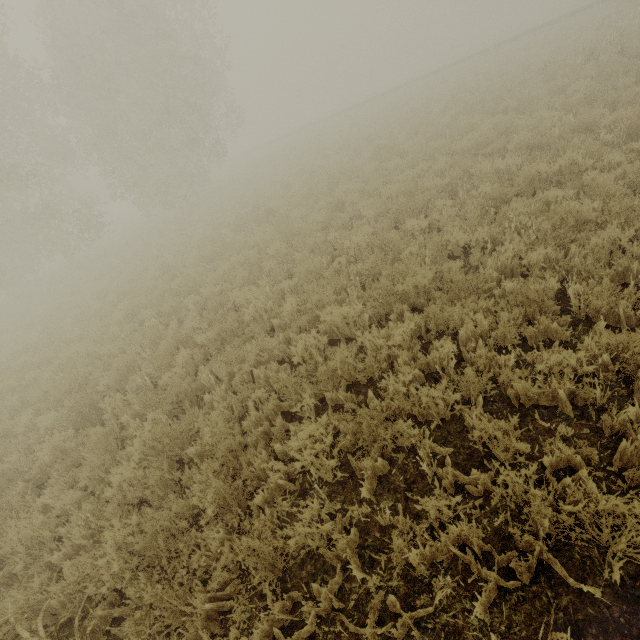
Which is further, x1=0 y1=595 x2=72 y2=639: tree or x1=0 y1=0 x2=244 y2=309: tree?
x1=0 y1=0 x2=244 y2=309: tree

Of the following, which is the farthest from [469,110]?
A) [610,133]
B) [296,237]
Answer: [296,237]

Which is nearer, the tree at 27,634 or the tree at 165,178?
the tree at 27,634

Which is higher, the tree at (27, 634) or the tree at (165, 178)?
the tree at (165, 178)

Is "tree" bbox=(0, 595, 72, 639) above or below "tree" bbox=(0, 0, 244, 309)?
below
